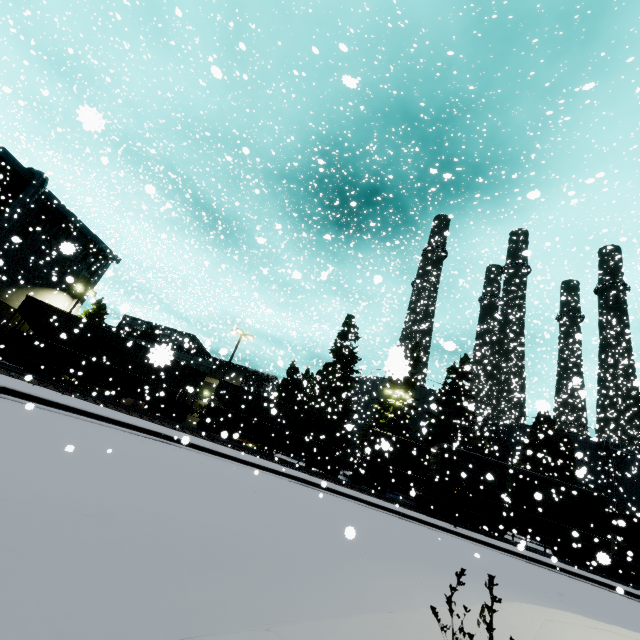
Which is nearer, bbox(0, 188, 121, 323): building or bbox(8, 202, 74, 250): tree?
bbox(0, 188, 121, 323): building

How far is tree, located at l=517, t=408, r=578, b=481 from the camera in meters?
32.7 m

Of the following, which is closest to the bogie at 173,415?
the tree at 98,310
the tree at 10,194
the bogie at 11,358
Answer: the tree at 10,194

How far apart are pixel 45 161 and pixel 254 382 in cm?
2777

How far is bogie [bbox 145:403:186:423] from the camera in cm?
2322

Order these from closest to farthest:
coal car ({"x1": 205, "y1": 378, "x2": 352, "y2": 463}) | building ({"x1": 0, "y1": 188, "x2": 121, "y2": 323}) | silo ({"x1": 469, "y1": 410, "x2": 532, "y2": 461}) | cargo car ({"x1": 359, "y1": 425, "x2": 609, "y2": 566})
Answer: cargo car ({"x1": 359, "y1": 425, "x2": 609, "y2": 566}), coal car ({"x1": 205, "y1": 378, "x2": 352, "y2": 463}), building ({"x1": 0, "y1": 188, "x2": 121, "y2": 323}), silo ({"x1": 469, "y1": 410, "x2": 532, "y2": 461})

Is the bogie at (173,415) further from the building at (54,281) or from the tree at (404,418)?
the tree at (404,418)

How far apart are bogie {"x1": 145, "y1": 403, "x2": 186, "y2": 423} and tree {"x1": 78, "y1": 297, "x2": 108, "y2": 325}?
17.9m
